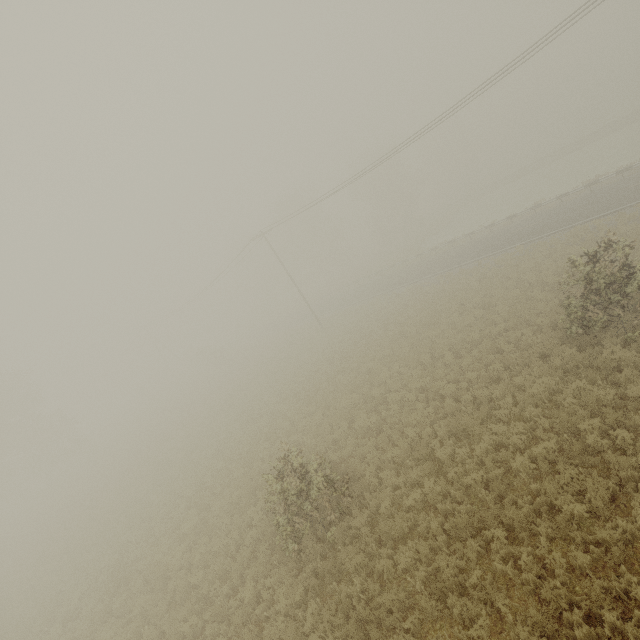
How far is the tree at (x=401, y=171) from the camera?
51.22m

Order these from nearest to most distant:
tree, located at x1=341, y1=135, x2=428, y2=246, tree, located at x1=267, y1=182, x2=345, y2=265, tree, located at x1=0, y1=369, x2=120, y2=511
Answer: tree, located at x1=0, y1=369, x2=120, y2=511 < tree, located at x1=341, y1=135, x2=428, y2=246 < tree, located at x1=267, y1=182, x2=345, y2=265

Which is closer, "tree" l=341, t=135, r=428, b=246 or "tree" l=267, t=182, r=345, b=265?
"tree" l=341, t=135, r=428, b=246

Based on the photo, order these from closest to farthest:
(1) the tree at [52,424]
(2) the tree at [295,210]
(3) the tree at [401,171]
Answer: Result: (1) the tree at [52,424], (3) the tree at [401,171], (2) the tree at [295,210]

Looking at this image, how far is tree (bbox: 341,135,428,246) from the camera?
51.2 meters

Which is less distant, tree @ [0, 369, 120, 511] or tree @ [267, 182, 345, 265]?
tree @ [0, 369, 120, 511]

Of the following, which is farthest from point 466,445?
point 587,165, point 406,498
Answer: point 587,165
